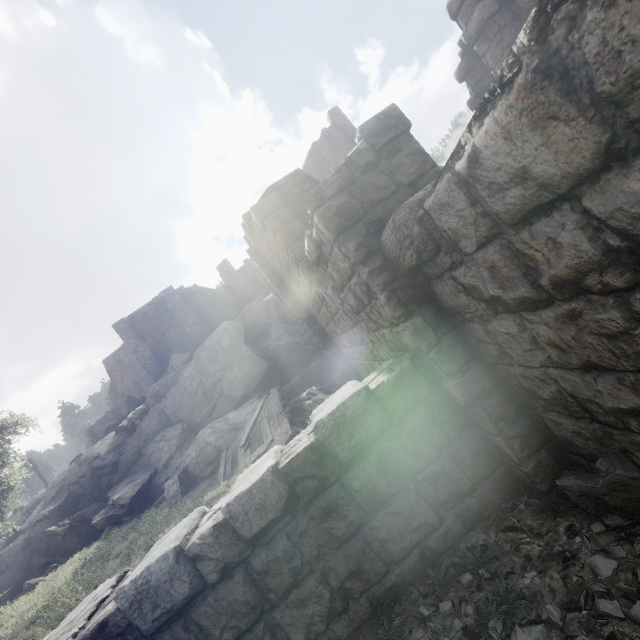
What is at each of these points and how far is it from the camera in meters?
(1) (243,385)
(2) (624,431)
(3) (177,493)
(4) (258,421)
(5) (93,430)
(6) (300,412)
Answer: (1) rock, 21.7 m
(2) building, 2.0 m
(3) building, 14.3 m
(4) wooden plank rubble, 13.1 m
(5) stone arch, 42.2 m
(6) rubble, 12.6 m

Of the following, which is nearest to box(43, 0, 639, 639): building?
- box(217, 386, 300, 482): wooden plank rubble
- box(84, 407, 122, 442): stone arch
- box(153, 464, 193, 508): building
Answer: box(217, 386, 300, 482): wooden plank rubble

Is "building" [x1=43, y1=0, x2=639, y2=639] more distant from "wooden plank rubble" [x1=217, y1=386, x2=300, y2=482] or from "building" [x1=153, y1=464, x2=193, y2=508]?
"building" [x1=153, y1=464, x2=193, y2=508]

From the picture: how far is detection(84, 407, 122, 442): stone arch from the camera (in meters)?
42.03

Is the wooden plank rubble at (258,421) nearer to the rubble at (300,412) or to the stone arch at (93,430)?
the rubble at (300,412)

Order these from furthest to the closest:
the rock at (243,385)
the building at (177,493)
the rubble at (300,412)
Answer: the rock at (243,385)
the building at (177,493)
the rubble at (300,412)

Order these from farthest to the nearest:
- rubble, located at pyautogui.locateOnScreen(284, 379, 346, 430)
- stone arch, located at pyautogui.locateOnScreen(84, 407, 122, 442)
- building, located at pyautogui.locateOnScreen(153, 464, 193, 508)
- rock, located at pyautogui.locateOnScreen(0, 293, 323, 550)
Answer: stone arch, located at pyautogui.locateOnScreen(84, 407, 122, 442), rock, located at pyautogui.locateOnScreen(0, 293, 323, 550), building, located at pyautogui.locateOnScreen(153, 464, 193, 508), rubble, located at pyautogui.locateOnScreen(284, 379, 346, 430)

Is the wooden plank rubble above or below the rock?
below
